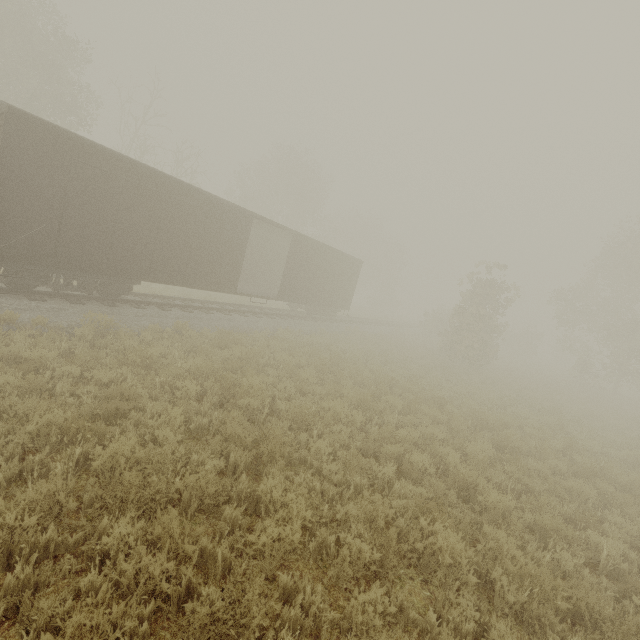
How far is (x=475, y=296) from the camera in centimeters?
2222cm

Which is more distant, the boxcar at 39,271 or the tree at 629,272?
the tree at 629,272

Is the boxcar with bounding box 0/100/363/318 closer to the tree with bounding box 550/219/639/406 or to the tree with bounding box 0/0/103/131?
the tree with bounding box 0/0/103/131

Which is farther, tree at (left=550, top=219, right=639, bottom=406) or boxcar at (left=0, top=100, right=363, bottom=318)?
tree at (left=550, top=219, right=639, bottom=406)

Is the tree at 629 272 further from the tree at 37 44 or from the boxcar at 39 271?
the tree at 37 44

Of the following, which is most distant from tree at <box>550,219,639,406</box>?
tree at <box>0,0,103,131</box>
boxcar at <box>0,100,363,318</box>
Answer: tree at <box>0,0,103,131</box>

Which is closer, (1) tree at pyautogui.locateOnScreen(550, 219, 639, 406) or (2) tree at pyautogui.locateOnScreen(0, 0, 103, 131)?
(2) tree at pyautogui.locateOnScreen(0, 0, 103, 131)
